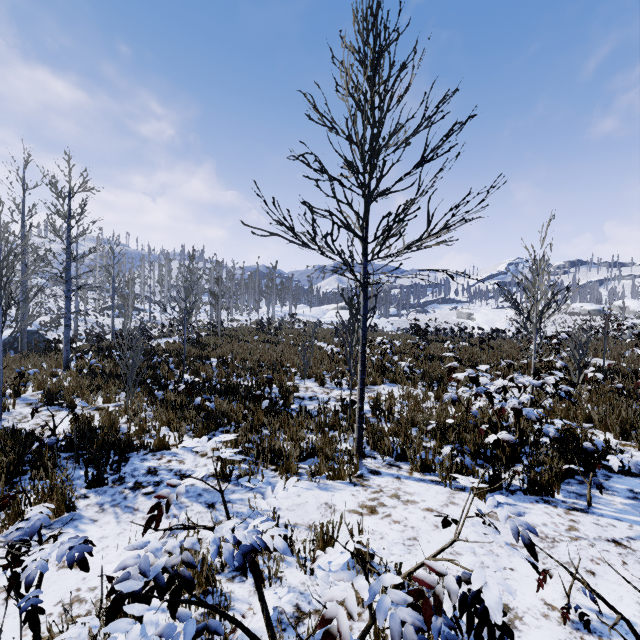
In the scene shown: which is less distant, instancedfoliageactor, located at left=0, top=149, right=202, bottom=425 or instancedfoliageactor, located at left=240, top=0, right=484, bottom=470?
instancedfoliageactor, located at left=240, top=0, right=484, bottom=470

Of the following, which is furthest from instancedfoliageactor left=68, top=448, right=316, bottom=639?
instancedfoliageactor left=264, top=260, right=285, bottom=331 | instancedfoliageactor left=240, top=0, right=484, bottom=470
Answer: instancedfoliageactor left=264, top=260, right=285, bottom=331

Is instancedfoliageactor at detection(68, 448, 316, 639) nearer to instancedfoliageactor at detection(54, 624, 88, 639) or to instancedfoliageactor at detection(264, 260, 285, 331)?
instancedfoliageactor at detection(54, 624, 88, 639)

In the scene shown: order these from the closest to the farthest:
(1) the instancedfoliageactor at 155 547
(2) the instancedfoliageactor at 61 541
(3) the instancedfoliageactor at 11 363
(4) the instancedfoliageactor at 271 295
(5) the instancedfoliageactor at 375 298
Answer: (1) the instancedfoliageactor at 155 547 < (2) the instancedfoliageactor at 61 541 < (5) the instancedfoliageactor at 375 298 < (3) the instancedfoliageactor at 11 363 < (4) the instancedfoliageactor at 271 295

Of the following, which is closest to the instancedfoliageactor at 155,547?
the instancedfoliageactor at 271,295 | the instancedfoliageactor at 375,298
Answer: the instancedfoliageactor at 375,298

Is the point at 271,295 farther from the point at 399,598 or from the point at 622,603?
the point at 399,598

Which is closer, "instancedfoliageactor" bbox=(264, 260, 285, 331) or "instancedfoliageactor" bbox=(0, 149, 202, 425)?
"instancedfoliageactor" bbox=(0, 149, 202, 425)
